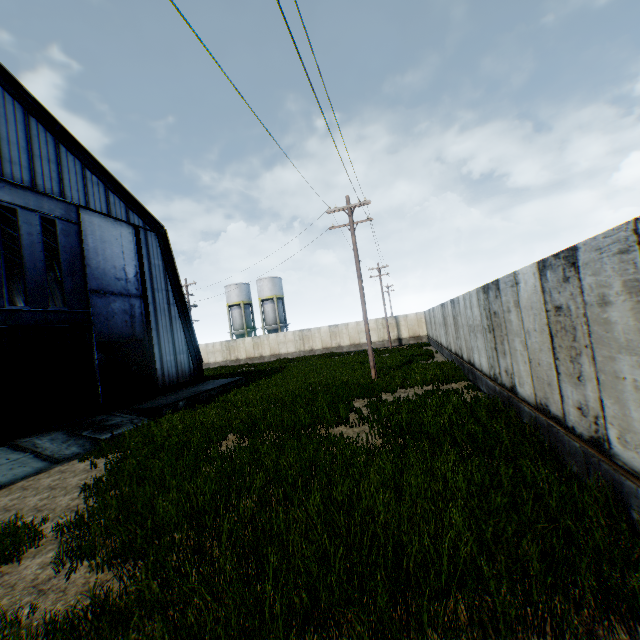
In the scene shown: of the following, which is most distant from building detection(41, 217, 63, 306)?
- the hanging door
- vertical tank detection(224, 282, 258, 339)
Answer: vertical tank detection(224, 282, 258, 339)

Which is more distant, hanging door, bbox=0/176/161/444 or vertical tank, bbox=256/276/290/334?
vertical tank, bbox=256/276/290/334

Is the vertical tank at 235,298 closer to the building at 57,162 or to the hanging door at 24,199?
the building at 57,162

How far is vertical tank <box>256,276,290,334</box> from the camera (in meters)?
49.84

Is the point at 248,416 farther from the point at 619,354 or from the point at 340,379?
the point at 619,354

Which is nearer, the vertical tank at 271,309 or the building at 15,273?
the building at 15,273

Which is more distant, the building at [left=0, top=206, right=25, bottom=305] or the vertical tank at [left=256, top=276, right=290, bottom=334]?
the vertical tank at [left=256, top=276, right=290, bottom=334]

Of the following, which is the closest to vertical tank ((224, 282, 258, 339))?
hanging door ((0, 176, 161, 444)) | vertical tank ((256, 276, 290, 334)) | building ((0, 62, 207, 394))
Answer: vertical tank ((256, 276, 290, 334))
